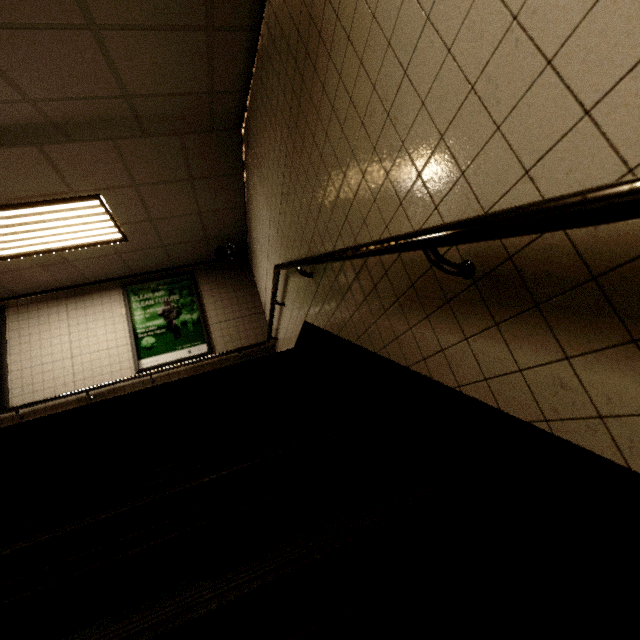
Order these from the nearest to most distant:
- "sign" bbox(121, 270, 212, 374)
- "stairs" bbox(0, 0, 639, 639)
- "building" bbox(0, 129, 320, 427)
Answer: "stairs" bbox(0, 0, 639, 639) < "building" bbox(0, 129, 320, 427) < "sign" bbox(121, 270, 212, 374)

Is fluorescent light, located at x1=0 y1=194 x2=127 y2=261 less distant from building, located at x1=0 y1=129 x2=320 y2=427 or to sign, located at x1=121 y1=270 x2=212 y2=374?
building, located at x1=0 y1=129 x2=320 y2=427

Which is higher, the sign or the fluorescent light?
the fluorescent light

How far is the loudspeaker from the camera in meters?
5.9 m

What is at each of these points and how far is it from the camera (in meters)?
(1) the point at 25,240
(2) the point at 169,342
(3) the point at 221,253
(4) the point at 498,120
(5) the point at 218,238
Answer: (1) fluorescent light, 4.49
(2) sign, 5.75
(3) loudspeaker, 5.95
(4) stairs, 0.80
(5) building, 5.91

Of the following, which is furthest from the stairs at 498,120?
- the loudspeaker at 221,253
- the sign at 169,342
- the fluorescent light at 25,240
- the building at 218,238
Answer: the sign at 169,342

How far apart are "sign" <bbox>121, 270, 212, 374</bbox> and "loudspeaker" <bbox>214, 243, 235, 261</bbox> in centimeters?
69cm

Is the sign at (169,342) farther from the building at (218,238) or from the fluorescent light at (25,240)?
the fluorescent light at (25,240)
